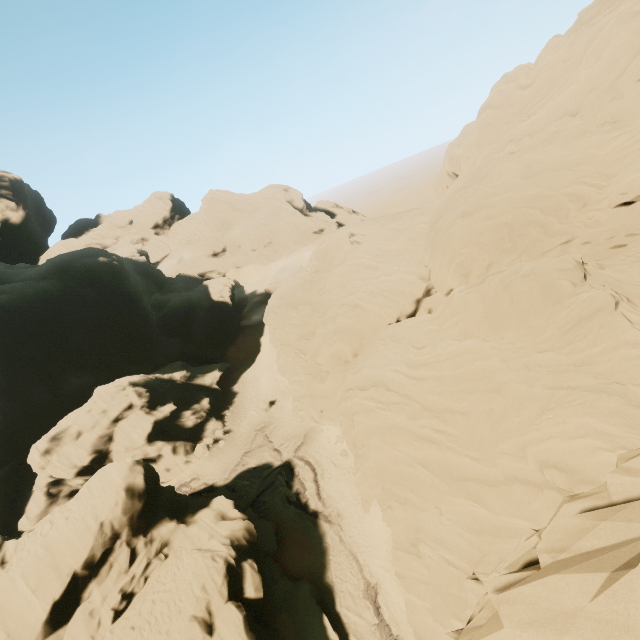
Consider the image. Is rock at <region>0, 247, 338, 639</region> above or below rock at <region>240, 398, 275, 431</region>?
above

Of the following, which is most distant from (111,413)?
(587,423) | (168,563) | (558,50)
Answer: (558,50)

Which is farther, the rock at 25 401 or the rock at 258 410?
the rock at 258 410

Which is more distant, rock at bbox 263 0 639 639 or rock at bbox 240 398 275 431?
rock at bbox 240 398 275 431

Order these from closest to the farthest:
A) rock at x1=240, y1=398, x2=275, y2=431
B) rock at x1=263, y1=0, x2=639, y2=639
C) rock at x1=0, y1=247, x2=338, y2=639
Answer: rock at x1=263, y1=0, x2=639, y2=639 < rock at x1=0, y1=247, x2=338, y2=639 < rock at x1=240, y1=398, x2=275, y2=431
